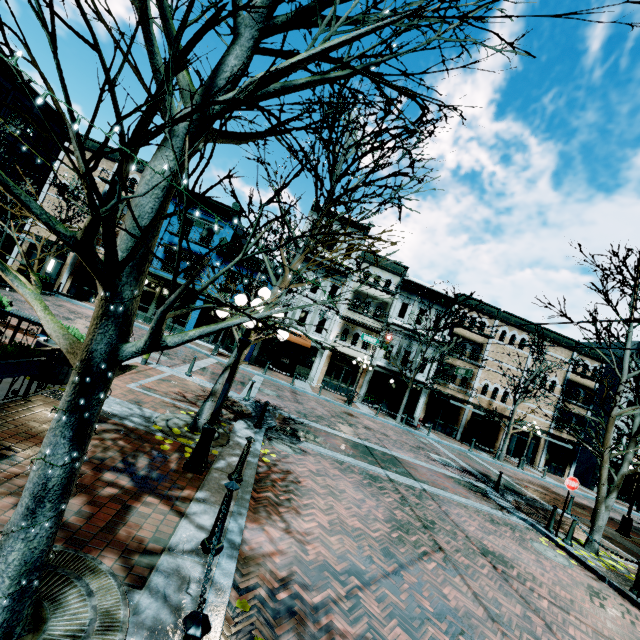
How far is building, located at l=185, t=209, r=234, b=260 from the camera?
25.08m

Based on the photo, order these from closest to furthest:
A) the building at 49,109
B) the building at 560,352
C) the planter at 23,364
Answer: the planter at 23,364, the building at 49,109, the building at 560,352

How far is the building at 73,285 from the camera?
24.6m

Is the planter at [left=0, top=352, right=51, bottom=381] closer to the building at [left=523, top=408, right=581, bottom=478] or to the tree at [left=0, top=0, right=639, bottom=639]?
the tree at [left=0, top=0, right=639, bottom=639]

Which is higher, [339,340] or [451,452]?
[339,340]

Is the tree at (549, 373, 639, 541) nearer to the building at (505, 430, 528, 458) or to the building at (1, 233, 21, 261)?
the building at (505, 430, 528, 458)

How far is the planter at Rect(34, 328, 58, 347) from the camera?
7.14m

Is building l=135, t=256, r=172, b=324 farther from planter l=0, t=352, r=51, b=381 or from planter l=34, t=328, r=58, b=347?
planter l=0, t=352, r=51, b=381
